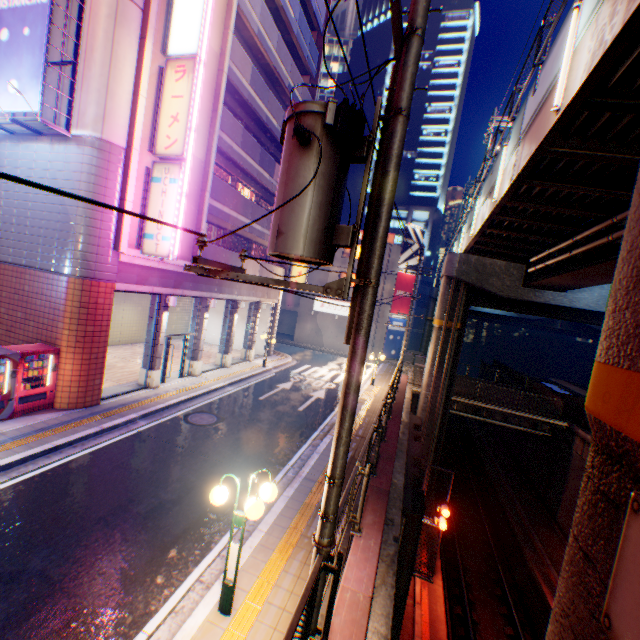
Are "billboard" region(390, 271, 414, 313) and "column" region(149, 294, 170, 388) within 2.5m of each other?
no

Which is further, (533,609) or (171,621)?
(533,609)

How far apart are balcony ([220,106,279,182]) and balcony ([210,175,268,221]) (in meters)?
1.97

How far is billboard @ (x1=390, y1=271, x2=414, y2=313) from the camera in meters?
32.7 m

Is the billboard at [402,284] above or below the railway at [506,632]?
above

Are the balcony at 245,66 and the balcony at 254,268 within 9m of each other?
yes

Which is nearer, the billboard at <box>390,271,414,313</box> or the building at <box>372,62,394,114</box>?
the billboard at <box>390,271,414,313</box>

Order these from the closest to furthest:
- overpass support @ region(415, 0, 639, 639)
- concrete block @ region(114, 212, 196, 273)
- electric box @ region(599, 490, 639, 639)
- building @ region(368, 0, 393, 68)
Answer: electric box @ region(599, 490, 639, 639)
overpass support @ region(415, 0, 639, 639)
concrete block @ region(114, 212, 196, 273)
building @ region(368, 0, 393, 68)
